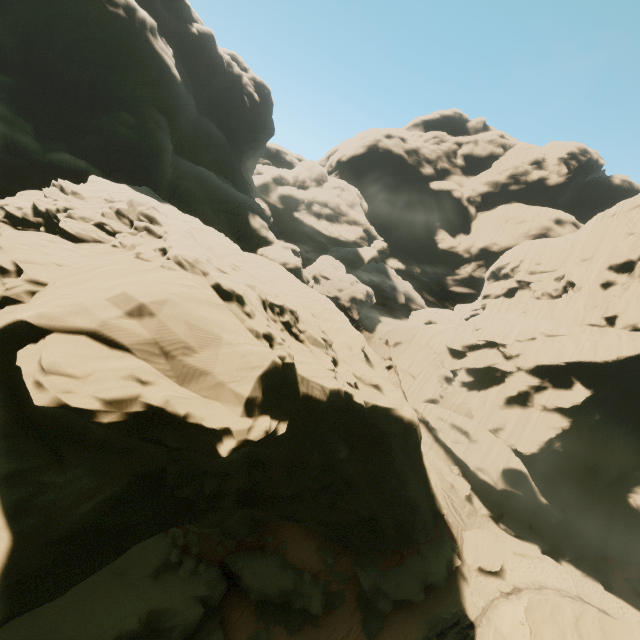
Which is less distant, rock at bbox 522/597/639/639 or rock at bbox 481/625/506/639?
rock at bbox 522/597/639/639

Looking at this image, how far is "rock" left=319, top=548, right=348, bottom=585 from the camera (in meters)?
19.30

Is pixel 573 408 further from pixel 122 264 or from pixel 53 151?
pixel 53 151

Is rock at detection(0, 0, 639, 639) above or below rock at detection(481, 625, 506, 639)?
above

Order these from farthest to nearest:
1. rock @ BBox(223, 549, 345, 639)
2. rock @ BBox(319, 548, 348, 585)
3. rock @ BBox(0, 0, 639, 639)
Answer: rock @ BBox(319, 548, 348, 585) → rock @ BBox(223, 549, 345, 639) → rock @ BBox(0, 0, 639, 639)

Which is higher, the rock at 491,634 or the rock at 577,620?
the rock at 577,620

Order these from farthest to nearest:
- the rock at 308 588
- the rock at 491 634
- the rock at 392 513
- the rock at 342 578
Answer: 1. the rock at 491 634
2. the rock at 342 578
3. the rock at 308 588
4. the rock at 392 513
